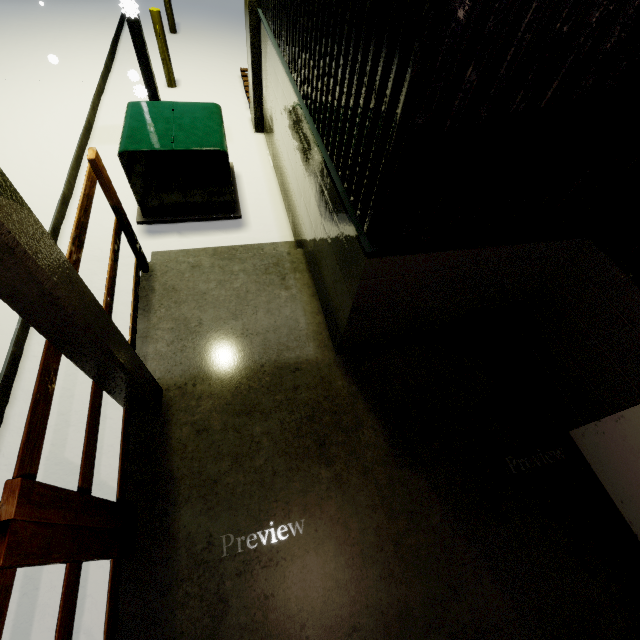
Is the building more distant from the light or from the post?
the post

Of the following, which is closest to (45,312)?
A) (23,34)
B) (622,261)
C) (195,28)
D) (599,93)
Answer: (599,93)

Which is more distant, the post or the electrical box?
the post

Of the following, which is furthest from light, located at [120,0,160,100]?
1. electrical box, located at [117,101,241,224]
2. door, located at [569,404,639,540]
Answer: door, located at [569,404,639,540]

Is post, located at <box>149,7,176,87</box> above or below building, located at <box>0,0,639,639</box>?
above

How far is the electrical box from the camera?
4.08m

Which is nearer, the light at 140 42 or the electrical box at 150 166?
the light at 140 42

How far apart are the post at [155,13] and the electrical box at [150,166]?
3.28m
